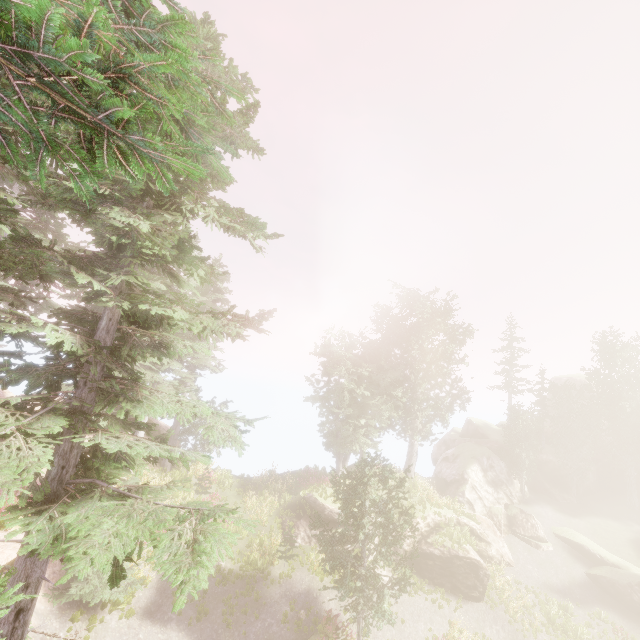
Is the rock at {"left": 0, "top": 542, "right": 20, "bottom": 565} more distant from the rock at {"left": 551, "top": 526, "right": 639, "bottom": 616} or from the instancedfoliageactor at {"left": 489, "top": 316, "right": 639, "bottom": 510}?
the rock at {"left": 551, "top": 526, "right": 639, "bottom": 616}

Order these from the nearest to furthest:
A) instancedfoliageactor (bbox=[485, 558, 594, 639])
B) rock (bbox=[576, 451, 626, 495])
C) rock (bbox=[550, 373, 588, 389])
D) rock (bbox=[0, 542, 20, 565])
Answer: rock (bbox=[0, 542, 20, 565]) → instancedfoliageactor (bbox=[485, 558, 594, 639]) → rock (bbox=[576, 451, 626, 495]) → rock (bbox=[550, 373, 588, 389])

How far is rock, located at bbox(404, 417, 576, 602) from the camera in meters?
22.1

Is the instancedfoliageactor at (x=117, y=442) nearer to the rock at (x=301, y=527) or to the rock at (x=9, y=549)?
the rock at (x=301, y=527)

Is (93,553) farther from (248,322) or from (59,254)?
(59,254)

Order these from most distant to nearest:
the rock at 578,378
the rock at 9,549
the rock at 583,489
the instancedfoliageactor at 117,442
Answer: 1. the rock at 578,378
2. the rock at 583,489
3. the rock at 9,549
4. the instancedfoliageactor at 117,442
